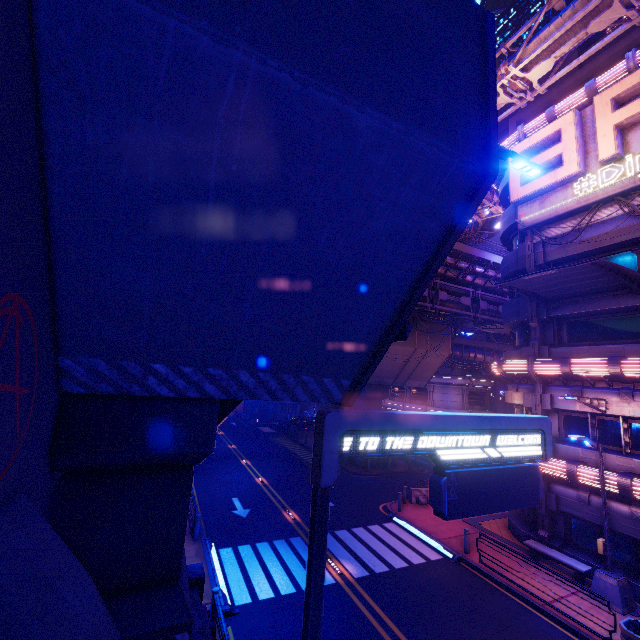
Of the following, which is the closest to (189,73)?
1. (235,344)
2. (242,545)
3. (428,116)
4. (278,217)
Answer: (278,217)

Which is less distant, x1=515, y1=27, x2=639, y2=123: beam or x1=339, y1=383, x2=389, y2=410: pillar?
x1=515, y1=27, x2=639, y2=123: beam

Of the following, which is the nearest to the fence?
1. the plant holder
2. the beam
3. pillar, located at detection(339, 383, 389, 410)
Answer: pillar, located at detection(339, 383, 389, 410)

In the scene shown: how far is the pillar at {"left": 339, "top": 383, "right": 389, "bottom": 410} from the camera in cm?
3055

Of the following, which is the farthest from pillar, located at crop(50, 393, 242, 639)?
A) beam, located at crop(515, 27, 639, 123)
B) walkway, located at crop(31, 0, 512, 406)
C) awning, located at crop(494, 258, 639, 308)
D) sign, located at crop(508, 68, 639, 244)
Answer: beam, located at crop(515, 27, 639, 123)

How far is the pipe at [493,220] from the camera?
28.39m

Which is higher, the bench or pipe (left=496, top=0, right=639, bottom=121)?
pipe (left=496, top=0, right=639, bottom=121)

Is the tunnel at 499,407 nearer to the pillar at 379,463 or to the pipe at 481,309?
the pipe at 481,309
